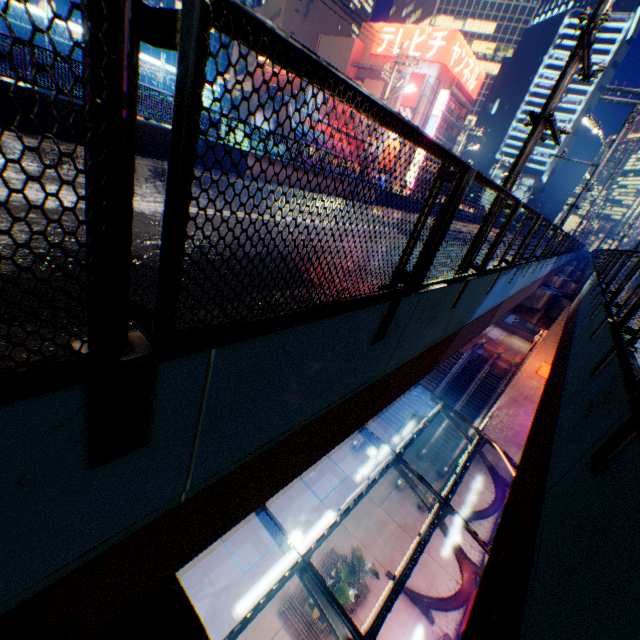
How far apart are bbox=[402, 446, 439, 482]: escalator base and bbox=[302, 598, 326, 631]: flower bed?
12.2 meters

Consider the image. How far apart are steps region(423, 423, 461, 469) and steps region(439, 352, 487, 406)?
0.40m

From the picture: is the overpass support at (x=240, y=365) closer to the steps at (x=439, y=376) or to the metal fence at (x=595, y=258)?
the metal fence at (x=595, y=258)

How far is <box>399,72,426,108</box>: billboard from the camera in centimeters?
Result: 4672cm

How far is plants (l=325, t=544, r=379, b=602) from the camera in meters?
14.1

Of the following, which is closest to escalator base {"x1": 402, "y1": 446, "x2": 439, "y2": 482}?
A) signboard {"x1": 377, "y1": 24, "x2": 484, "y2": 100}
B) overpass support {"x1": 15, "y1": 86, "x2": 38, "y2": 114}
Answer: overpass support {"x1": 15, "y1": 86, "x2": 38, "y2": 114}

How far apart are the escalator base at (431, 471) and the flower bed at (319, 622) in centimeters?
1216cm

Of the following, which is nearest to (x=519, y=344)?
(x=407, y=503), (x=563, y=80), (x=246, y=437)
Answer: (x=407, y=503)
